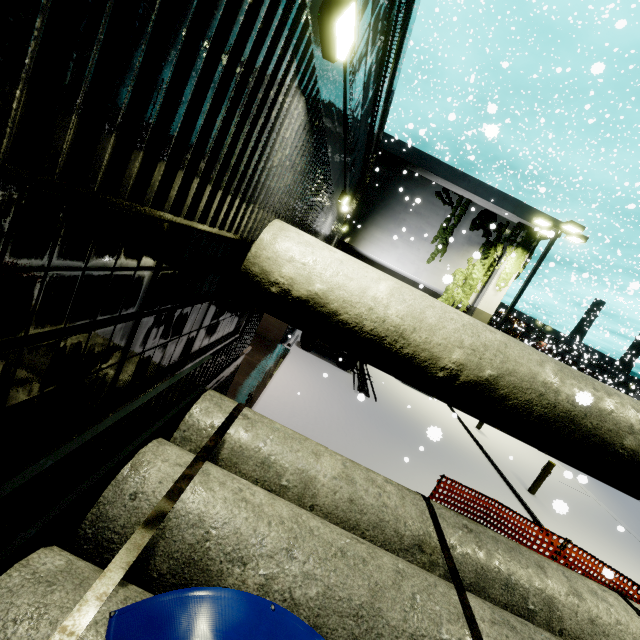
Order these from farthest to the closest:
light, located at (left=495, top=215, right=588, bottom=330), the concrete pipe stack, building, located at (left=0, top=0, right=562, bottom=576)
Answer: light, located at (left=495, top=215, right=588, bottom=330) < the concrete pipe stack < building, located at (left=0, top=0, right=562, bottom=576)

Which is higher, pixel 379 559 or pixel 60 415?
pixel 60 415

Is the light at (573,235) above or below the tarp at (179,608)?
above

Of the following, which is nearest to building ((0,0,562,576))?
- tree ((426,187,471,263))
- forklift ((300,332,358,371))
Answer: tree ((426,187,471,263))

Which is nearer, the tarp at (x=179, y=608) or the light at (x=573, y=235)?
the tarp at (x=179, y=608)

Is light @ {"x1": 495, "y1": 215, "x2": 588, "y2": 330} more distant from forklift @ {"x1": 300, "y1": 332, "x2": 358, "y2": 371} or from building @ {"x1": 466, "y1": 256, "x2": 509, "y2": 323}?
forklift @ {"x1": 300, "y1": 332, "x2": 358, "y2": 371}

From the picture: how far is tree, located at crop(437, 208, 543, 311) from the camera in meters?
17.1 m

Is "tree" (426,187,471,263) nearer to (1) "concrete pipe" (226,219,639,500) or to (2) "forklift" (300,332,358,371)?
(1) "concrete pipe" (226,219,639,500)
